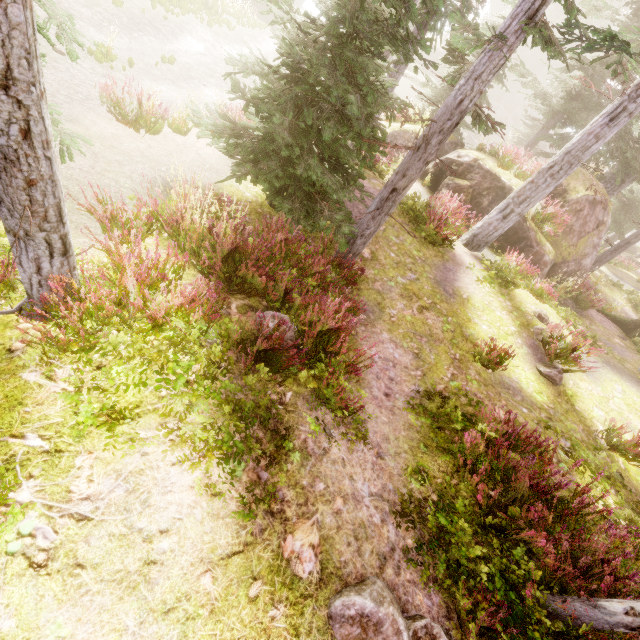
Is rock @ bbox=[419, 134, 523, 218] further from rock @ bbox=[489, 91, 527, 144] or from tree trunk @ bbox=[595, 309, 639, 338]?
rock @ bbox=[489, 91, 527, 144]

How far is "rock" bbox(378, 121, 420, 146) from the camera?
15.6 meters

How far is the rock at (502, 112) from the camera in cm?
4553

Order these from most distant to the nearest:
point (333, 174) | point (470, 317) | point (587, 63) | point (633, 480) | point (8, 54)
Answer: point (587, 63) < point (470, 317) < point (333, 174) < point (633, 480) < point (8, 54)

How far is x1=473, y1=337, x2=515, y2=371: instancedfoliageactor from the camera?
7.2 meters

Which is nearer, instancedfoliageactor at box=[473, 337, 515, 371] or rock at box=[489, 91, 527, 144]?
instancedfoliageactor at box=[473, 337, 515, 371]

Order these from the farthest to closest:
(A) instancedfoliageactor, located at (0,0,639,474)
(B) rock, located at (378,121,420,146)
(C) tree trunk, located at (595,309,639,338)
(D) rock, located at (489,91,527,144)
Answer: (D) rock, located at (489,91,527,144) → (B) rock, located at (378,121,420,146) → (C) tree trunk, located at (595,309,639,338) → (A) instancedfoliageactor, located at (0,0,639,474)

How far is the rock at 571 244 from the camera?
12.41m
